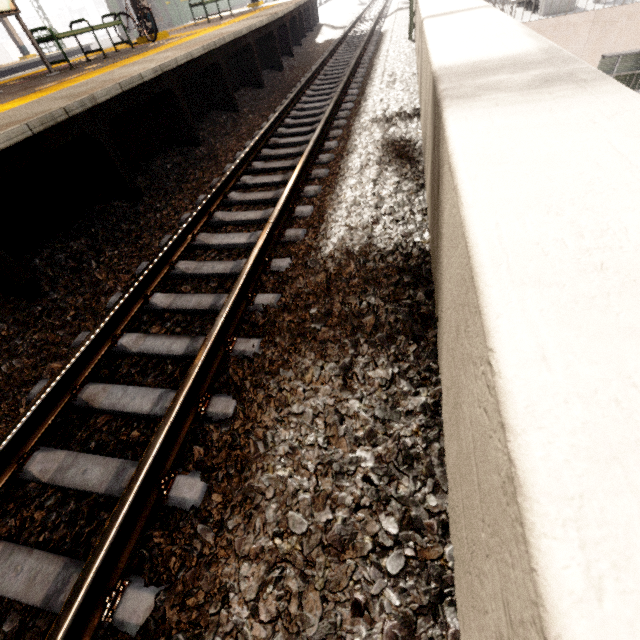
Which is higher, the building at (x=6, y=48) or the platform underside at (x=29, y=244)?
the building at (x=6, y=48)

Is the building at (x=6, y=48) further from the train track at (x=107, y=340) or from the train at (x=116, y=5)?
the train track at (x=107, y=340)

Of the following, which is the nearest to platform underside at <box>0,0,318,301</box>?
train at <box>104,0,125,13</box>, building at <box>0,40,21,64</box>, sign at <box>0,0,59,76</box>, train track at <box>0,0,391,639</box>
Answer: train track at <box>0,0,391,639</box>

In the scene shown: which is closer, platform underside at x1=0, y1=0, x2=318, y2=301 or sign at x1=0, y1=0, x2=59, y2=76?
platform underside at x1=0, y1=0, x2=318, y2=301

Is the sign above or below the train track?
above

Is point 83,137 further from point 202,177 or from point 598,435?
A: point 598,435

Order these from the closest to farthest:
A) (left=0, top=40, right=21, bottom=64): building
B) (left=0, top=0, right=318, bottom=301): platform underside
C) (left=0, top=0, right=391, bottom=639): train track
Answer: (left=0, top=0, right=391, bottom=639): train track, (left=0, top=0, right=318, bottom=301): platform underside, (left=0, top=40, right=21, bottom=64): building
